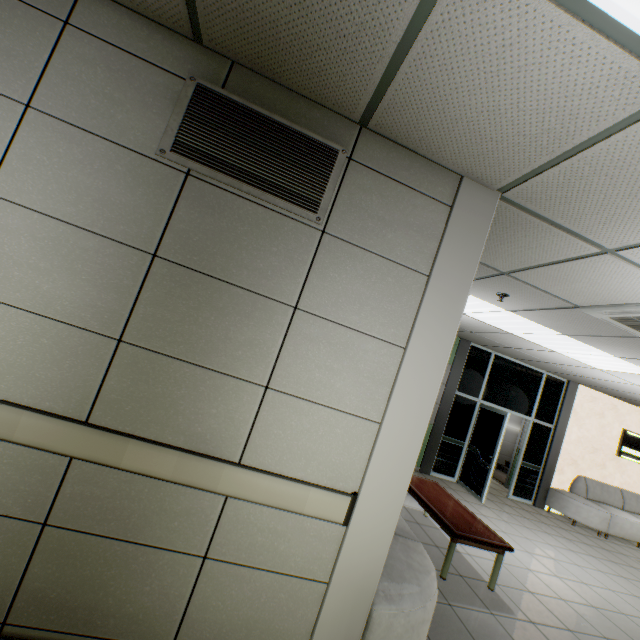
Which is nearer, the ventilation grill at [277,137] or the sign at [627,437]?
the ventilation grill at [277,137]

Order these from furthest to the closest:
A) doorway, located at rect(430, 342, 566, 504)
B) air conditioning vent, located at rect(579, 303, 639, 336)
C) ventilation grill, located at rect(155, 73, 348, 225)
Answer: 1. doorway, located at rect(430, 342, 566, 504)
2. air conditioning vent, located at rect(579, 303, 639, 336)
3. ventilation grill, located at rect(155, 73, 348, 225)

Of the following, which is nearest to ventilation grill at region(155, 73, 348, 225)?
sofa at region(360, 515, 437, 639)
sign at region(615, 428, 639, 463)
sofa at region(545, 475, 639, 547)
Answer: sofa at region(360, 515, 437, 639)

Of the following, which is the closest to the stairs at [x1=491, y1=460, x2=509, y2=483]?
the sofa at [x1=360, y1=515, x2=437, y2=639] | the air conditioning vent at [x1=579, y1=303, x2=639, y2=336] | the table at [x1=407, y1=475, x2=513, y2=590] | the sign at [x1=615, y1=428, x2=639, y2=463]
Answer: the sign at [x1=615, y1=428, x2=639, y2=463]

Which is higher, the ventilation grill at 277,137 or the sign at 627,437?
the ventilation grill at 277,137

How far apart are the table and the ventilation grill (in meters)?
3.69

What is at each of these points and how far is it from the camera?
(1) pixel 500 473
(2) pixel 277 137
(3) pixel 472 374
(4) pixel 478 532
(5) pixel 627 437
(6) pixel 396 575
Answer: (1) stairs, 10.7 meters
(2) ventilation grill, 1.8 meters
(3) doorway, 7.8 meters
(4) table, 3.7 meters
(5) sign, 8.5 meters
(6) sofa, 2.2 meters

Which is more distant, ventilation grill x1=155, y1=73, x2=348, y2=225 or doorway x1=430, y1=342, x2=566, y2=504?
doorway x1=430, y1=342, x2=566, y2=504
